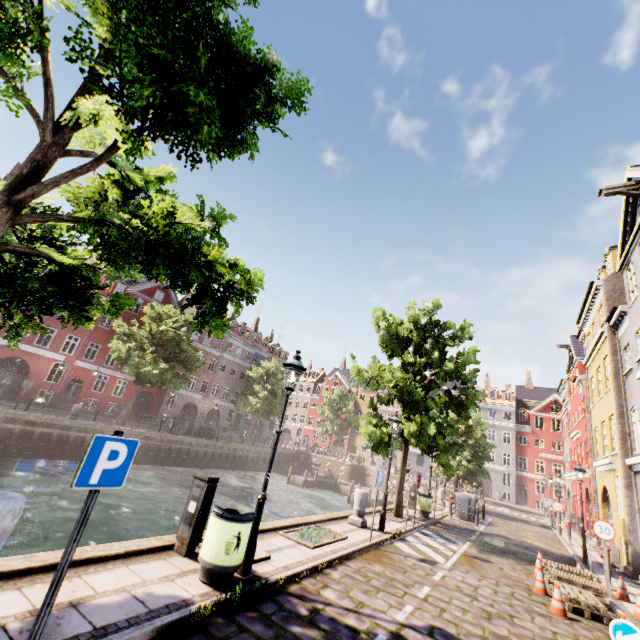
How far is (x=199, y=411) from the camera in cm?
4128

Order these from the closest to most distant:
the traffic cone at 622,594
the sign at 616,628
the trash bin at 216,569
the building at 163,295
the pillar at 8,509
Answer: the pillar at 8,509 < the trash bin at 216,569 < the sign at 616,628 < the traffic cone at 622,594 < the building at 163,295

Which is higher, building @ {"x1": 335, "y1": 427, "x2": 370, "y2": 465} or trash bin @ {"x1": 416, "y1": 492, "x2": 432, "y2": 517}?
building @ {"x1": 335, "y1": 427, "x2": 370, "y2": 465}

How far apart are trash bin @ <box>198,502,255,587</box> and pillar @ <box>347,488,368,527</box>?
6.5m

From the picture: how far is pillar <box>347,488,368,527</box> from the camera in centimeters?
1068cm

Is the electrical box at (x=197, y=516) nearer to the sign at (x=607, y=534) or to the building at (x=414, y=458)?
the sign at (x=607, y=534)

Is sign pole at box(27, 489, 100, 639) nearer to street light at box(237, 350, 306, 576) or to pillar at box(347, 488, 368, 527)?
street light at box(237, 350, 306, 576)

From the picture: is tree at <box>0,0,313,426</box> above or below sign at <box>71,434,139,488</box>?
above
